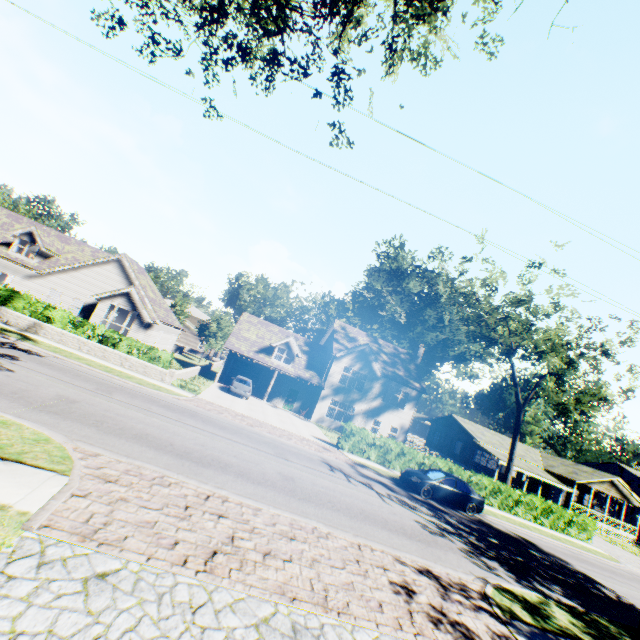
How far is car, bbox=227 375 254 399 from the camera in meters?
26.6

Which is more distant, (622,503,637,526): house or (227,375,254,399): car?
(622,503,637,526): house

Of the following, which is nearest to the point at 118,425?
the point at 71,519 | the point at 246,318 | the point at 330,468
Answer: the point at 71,519

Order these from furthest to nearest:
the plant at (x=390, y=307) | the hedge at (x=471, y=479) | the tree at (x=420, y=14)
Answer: the plant at (x=390, y=307), the hedge at (x=471, y=479), the tree at (x=420, y=14)

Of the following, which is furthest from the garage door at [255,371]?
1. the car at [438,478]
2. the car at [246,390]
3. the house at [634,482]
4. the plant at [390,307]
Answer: the house at [634,482]

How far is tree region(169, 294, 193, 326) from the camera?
56.0 meters

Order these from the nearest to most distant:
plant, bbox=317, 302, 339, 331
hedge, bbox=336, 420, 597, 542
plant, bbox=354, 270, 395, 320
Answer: hedge, bbox=336, 420, 597, 542 < plant, bbox=317, 302, 339, 331 < plant, bbox=354, 270, 395, 320

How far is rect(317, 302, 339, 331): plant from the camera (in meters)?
54.51
